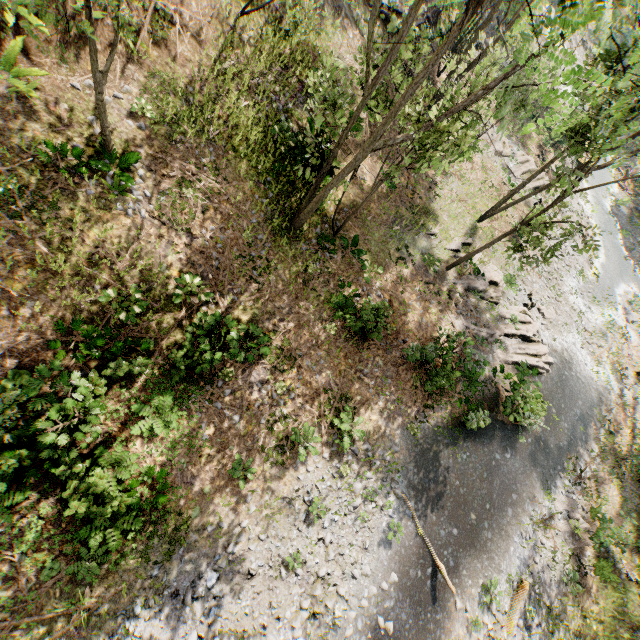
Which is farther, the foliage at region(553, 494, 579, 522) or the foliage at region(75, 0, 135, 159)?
the foliage at region(553, 494, 579, 522)

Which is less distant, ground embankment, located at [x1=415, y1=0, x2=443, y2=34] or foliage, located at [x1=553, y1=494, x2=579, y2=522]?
foliage, located at [x1=553, y1=494, x2=579, y2=522]

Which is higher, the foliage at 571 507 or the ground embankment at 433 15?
the ground embankment at 433 15

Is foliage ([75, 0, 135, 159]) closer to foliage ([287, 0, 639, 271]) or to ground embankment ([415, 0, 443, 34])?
foliage ([287, 0, 639, 271])

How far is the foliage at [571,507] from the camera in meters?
18.0 m

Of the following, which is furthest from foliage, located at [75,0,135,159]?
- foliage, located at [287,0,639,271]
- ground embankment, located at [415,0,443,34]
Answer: ground embankment, located at [415,0,443,34]

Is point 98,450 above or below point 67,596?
above
